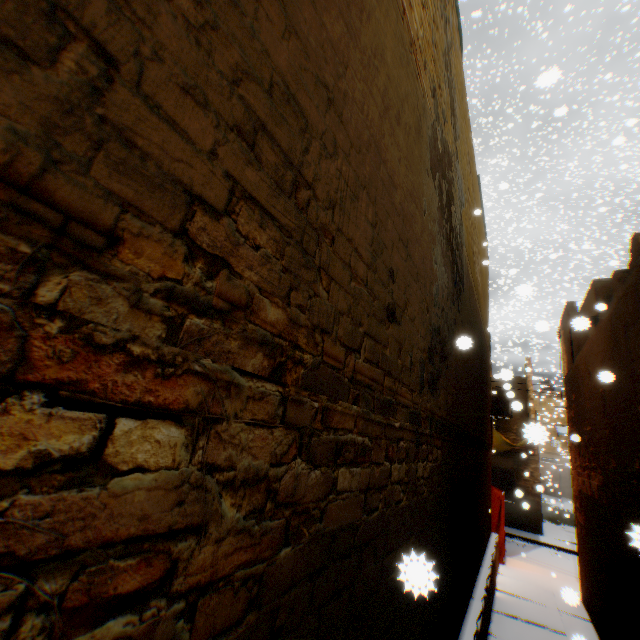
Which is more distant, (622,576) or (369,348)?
(622,576)

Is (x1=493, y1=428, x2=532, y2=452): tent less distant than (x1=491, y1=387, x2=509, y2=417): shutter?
Yes

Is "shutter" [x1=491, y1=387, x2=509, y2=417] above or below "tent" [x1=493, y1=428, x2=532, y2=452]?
above

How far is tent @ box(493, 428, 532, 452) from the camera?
13.29m

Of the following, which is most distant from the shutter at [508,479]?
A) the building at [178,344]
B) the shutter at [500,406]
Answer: the shutter at [500,406]

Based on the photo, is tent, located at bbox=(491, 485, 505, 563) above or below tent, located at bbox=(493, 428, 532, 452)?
below

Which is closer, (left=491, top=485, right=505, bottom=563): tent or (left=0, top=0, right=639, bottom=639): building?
(left=0, top=0, right=639, bottom=639): building

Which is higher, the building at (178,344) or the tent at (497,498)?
the building at (178,344)
